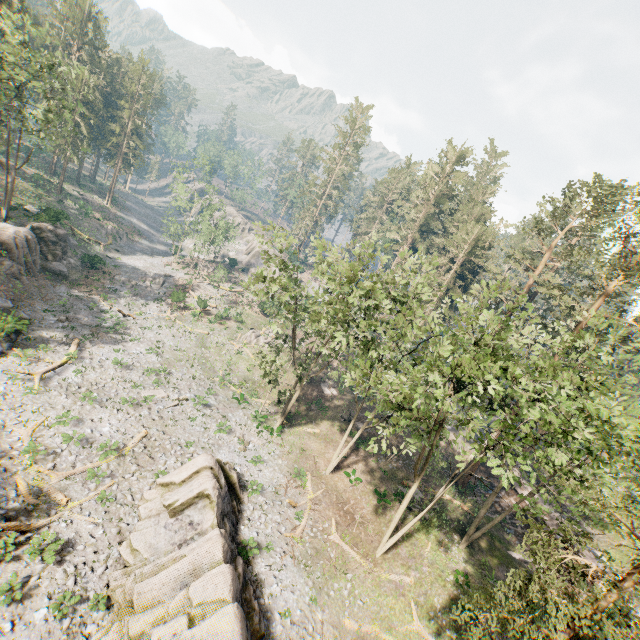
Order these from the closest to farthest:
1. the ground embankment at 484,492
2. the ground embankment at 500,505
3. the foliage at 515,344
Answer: the foliage at 515,344
the ground embankment at 500,505
the ground embankment at 484,492

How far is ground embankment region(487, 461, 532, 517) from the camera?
31.0 meters

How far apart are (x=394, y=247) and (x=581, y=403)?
43.48m

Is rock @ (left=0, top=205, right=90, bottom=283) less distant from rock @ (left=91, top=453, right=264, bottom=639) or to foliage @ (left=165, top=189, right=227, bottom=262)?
rock @ (left=91, top=453, right=264, bottom=639)

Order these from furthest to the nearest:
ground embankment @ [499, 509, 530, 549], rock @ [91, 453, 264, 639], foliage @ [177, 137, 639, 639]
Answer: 1. ground embankment @ [499, 509, 530, 549]
2. rock @ [91, 453, 264, 639]
3. foliage @ [177, 137, 639, 639]

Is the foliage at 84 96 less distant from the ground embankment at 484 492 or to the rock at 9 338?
the ground embankment at 484 492

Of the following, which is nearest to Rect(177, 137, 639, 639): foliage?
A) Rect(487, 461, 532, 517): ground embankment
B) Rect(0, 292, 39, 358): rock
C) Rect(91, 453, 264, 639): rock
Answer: Rect(487, 461, 532, 517): ground embankment

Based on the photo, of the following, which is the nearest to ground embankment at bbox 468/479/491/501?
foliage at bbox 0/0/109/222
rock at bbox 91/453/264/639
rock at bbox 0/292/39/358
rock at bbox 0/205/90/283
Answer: foliage at bbox 0/0/109/222
